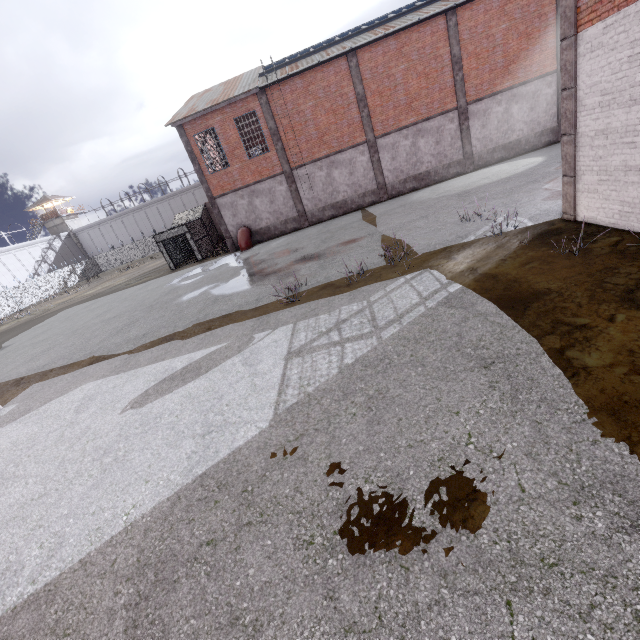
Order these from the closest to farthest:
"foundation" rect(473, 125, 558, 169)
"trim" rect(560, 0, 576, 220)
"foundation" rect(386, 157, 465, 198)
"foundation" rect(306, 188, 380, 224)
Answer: "trim" rect(560, 0, 576, 220) → "foundation" rect(473, 125, 558, 169) → "foundation" rect(386, 157, 465, 198) → "foundation" rect(306, 188, 380, 224)

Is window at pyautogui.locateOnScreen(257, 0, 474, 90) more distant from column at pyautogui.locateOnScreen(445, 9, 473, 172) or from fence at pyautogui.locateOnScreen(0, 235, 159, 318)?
fence at pyautogui.locateOnScreen(0, 235, 159, 318)

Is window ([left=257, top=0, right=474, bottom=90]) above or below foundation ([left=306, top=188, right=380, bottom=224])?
above

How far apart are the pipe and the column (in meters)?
15.64

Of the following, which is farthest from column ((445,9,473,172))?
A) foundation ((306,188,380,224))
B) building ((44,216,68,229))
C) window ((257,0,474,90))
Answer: building ((44,216,68,229))

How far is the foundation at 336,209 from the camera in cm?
2294

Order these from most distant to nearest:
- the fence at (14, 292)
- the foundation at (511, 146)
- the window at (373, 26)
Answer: the fence at (14, 292) → the foundation at (511, 146) → the window at (373, 26)

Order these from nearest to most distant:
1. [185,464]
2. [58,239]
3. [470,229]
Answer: [185,464] → [470,229] → [58,239]
